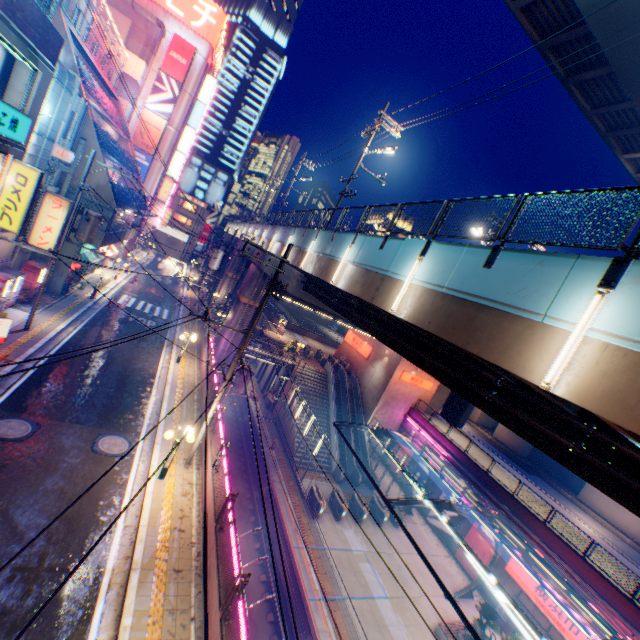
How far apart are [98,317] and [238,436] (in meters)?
15.45

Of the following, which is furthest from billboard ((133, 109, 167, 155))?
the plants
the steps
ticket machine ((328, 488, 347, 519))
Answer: the plants

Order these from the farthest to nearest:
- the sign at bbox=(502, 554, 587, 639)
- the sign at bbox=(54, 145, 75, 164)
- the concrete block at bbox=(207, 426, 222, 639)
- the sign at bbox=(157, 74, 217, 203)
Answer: the sign at bbox=(157, 74, 217, 203)
the sign at bbox=(502, 554, 587, 639)
the sign at bbox=(54, 145, 75, 164)
the concrete block at bbox=(207, 426, 222, 639)

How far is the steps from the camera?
31.7m

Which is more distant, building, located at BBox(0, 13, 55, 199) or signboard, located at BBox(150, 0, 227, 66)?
signboard, located at BBox(150, 0, 227, 66)

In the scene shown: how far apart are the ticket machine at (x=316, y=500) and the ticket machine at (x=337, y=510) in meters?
1.4

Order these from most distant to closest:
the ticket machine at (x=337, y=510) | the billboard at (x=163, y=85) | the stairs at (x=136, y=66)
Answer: the billboard at (x=163, y=85)
the stairs at (x=136, y=66)
the ticket machine at (x=337, y=510)

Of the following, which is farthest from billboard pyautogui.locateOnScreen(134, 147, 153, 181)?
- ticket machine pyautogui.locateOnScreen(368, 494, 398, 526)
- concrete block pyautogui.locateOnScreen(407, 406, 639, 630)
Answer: ticket machine pyautogui.locateOnScreen(368, 494, 398, 526)
